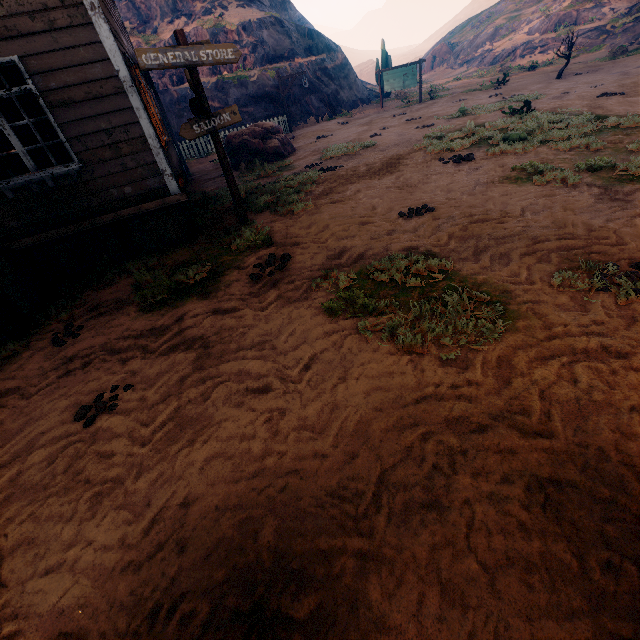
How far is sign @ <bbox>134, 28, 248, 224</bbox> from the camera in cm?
513

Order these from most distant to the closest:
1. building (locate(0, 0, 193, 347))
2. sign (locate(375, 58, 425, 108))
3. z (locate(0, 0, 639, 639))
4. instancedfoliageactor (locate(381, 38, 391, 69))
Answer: instancedfoliageactor (locate(381, 38, 391, 69)) → sign (locate(375, 58, 425, 108)) → building (locate(0, 0, 193, 347)) → z (locate(0, 0, 639, 639))

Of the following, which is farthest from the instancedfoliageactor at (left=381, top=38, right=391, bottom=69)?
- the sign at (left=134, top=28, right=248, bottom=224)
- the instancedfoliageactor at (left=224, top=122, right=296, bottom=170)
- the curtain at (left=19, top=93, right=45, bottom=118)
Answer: the curtain at (left=19, top=93, right=45, bottom=118)

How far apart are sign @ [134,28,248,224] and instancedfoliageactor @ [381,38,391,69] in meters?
27.9 m

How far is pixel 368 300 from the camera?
3.74m

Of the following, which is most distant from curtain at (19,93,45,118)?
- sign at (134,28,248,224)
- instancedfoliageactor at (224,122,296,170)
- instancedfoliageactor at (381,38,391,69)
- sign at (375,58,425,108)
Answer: instancedfoliageactor at (381,38,391,69)

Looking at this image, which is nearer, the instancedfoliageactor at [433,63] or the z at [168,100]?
the z at [168,100]

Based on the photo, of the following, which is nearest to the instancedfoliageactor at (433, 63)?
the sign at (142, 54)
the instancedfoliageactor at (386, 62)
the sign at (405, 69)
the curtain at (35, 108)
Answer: the instancedfoliageactor at (386, 62)
